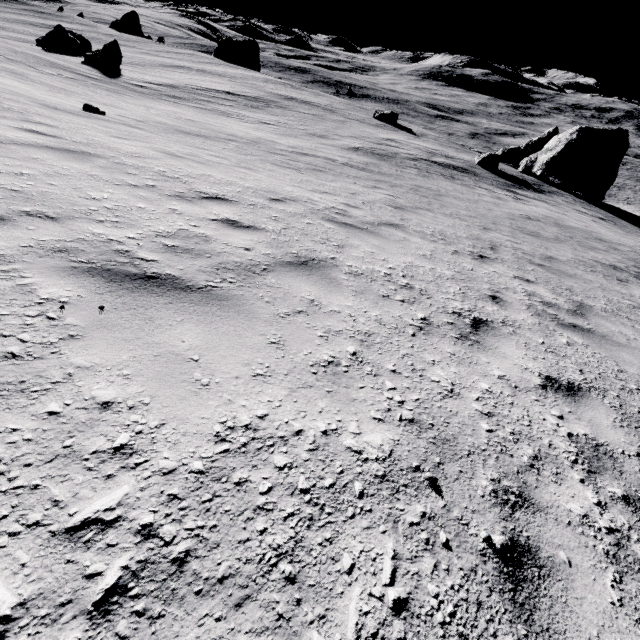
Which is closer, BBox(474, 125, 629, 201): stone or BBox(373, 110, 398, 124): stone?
BBox(474, 125, 629, 201): stone

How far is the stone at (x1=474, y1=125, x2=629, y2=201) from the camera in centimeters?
3003cm

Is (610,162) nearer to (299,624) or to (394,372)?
(394,372)

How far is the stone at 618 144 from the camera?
30.0m

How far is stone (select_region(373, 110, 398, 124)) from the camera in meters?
37.7 m

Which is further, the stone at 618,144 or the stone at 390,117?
the stone at 390,117
